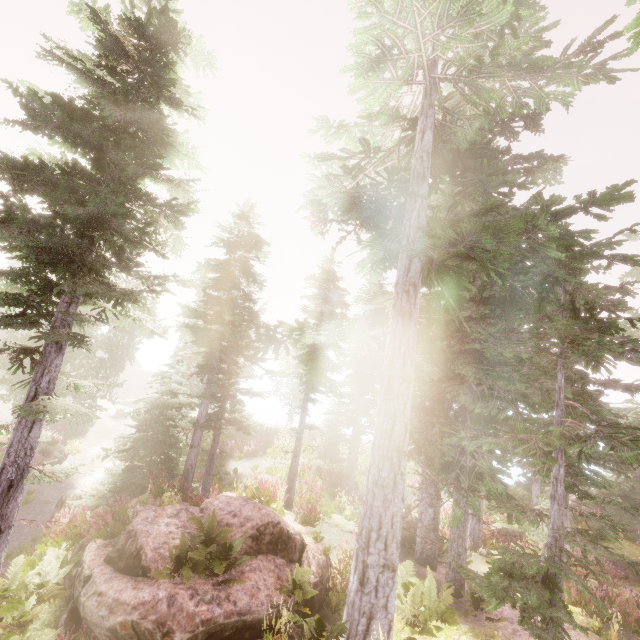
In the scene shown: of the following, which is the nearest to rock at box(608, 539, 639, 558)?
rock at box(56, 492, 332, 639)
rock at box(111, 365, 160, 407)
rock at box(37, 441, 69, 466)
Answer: rock at box(56, 492, 332, 639)

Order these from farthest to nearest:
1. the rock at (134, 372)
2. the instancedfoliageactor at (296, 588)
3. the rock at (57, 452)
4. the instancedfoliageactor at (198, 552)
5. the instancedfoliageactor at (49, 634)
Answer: the rock at (134, 372)
the rock at (57, 452)
the instancedfoliageactor at (296, 588)
the instancedfoliageactor at (198, 552)
the instancedfoliageactor at (49, 634)

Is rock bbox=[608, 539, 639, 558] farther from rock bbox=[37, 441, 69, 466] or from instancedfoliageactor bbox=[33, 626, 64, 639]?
rock bbox=[37, 441, 69, 466]

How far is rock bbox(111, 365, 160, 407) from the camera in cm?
5453

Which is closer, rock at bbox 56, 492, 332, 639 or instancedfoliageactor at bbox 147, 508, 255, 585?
rock at bbox 56, 492, 332, 639

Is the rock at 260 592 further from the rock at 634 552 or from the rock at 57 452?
the rock at 634 552

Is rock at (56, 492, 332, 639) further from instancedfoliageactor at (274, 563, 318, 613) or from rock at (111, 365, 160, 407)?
rock at (111, 365, 160, 407)

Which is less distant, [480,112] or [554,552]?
[554,552]
